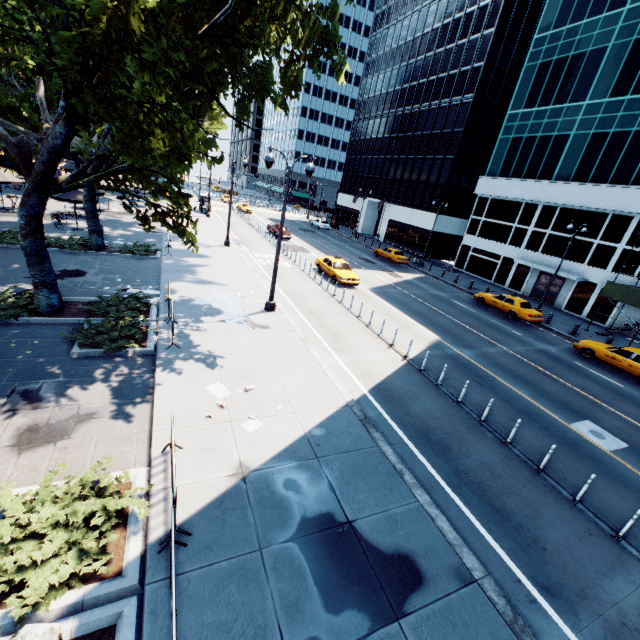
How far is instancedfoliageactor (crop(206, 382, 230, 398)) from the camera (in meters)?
9.62

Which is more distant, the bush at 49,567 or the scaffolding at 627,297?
the scaffolding at 627,297

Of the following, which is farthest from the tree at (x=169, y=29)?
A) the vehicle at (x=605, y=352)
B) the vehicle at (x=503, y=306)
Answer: the vehicle at (x=605, y=352)

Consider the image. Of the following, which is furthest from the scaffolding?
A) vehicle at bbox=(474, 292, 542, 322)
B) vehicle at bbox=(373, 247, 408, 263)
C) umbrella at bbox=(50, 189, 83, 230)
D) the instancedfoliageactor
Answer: umbrella at bbox=(50, 189, 83, 230)

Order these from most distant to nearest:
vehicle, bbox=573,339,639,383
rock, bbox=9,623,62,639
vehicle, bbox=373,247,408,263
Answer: vehicle, bbox=373,247,408,263, vehicle, bbox=573,339,639,383, rock, bbox=9,623,62,639

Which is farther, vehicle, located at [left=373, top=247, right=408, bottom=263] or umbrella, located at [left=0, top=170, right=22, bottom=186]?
vehicle, located at [left=373, top=247, right=408, bottom=263]

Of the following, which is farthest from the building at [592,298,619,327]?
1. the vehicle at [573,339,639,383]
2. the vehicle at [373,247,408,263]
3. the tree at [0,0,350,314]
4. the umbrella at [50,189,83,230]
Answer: the umbrella at [50,189,83,230]

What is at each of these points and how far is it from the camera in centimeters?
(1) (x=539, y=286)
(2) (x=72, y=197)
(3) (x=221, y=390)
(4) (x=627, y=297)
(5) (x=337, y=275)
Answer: (1) door, 3219cm
(2) umbrella, 2261cm
(3) instancedfoliageactor, 984cm
(4) scaffolding, 2291cm
(5) vehicle, 2373cm
